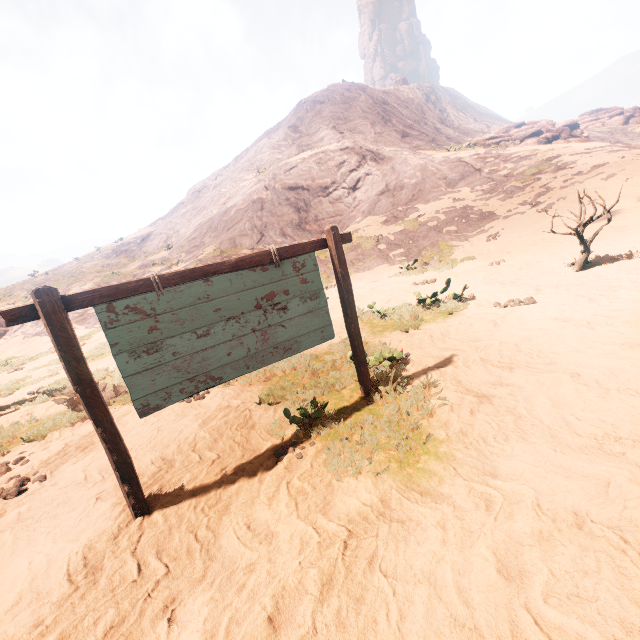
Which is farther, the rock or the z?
the rock

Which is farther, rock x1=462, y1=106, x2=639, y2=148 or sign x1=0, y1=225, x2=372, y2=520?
rock x1=462, y1=106, x2=639, y2=148

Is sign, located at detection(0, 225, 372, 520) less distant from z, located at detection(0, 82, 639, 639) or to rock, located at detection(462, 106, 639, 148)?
z, located at detection(0, 82, 639, 639)

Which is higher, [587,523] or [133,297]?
[133,297]

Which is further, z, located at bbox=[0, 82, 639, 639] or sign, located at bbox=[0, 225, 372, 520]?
sign, located at bbox=[0, 225, 372, 520]

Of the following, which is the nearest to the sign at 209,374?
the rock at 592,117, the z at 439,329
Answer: the z at 439,329

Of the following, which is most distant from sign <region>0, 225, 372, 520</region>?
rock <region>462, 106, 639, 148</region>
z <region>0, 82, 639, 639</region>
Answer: rock <region>462, 106, 639, 148</region>
